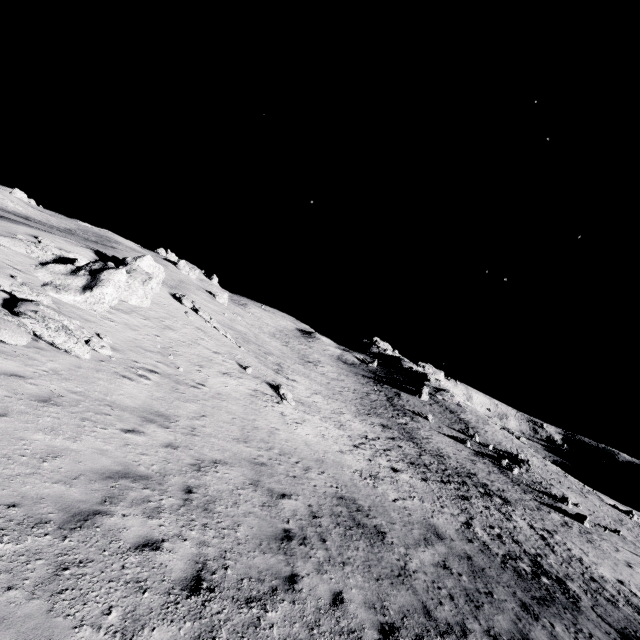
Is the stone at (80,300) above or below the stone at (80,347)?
above

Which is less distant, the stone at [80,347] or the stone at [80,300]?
the stone at [80,347]

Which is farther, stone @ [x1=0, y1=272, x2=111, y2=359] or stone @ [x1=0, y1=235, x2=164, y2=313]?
stone @ [x1=0, y1=235, x2=164, y2=313]

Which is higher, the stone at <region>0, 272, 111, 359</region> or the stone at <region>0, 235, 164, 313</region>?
the stone at <region>0, 235, 164, 313</region>

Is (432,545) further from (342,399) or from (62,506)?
(342,399)
